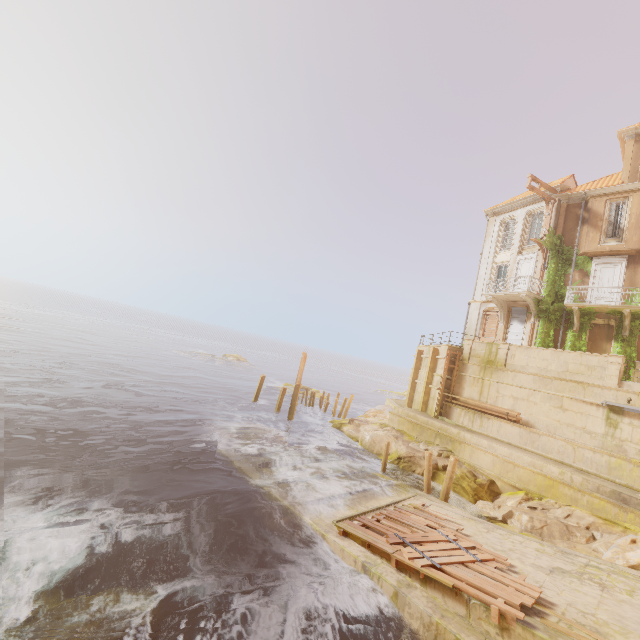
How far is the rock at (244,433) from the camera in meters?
17.5 m

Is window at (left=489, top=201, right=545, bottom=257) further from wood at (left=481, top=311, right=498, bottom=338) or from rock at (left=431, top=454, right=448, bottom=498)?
rock at (left=431, top=454, right=448, bottom=498)

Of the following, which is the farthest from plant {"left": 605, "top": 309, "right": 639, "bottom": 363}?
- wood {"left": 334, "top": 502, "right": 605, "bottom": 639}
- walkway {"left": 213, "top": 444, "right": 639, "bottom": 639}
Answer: wood {"left": 334, "top": 502, "right": 605, "bottom": 639}

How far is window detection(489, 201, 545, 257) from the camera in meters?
24.7

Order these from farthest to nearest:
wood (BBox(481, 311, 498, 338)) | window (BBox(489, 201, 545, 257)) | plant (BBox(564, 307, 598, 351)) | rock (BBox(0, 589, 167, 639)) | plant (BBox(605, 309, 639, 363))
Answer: wood (BBox(481, 311, 498, 338)), window (BBox(489, 201, 545, 257)), plant (BBox(564, 307, 598, 351)), plant (BBox(605, 309, 639, 363)), rock (BBox(0, 589, 167, 639))

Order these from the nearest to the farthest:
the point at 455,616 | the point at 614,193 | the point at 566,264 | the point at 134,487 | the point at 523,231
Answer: the point at 455,616
the point at 134,487
the point at 614,193
the point at 566,264
the point at 523,231

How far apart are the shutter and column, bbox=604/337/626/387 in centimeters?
766cm

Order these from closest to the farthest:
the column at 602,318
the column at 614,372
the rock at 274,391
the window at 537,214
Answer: the column at 614,372
the column at 602,318
the window at 537,214
the rock at 274,391
